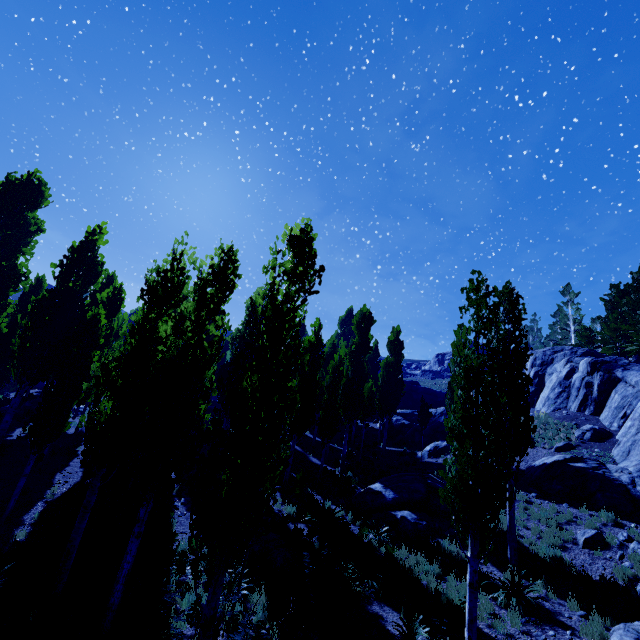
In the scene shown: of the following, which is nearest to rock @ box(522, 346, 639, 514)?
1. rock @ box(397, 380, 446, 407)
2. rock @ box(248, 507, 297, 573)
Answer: rock @ box(248, 507, 297, 573)

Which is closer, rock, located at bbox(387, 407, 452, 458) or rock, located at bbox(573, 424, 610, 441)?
rock, located at bbox(573, 424, 610, 441)

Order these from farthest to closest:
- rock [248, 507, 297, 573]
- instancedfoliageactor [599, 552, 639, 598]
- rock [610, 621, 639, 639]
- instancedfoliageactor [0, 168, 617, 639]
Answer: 1. rock [248, 507, 297, 573]
2. instancedfoliageactor [599, 552, 639, 598]
3. rock [610, 621, 639, 639]
4. instancedfoliageactor [0, 168, 617, 639]

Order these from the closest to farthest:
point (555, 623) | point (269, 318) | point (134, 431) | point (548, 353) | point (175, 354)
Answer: point (269, 318) → point (555, 623) → point (134, 431) → point (175, 354) → point (548, 353)

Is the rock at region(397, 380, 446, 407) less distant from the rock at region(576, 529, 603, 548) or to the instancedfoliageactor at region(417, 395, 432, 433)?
the instancedfoliageactor at region(417, 395, 432, 433)

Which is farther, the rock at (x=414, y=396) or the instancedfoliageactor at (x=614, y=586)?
the rock at (x=414, y=396)

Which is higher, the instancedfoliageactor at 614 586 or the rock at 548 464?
the rock at 548 464
